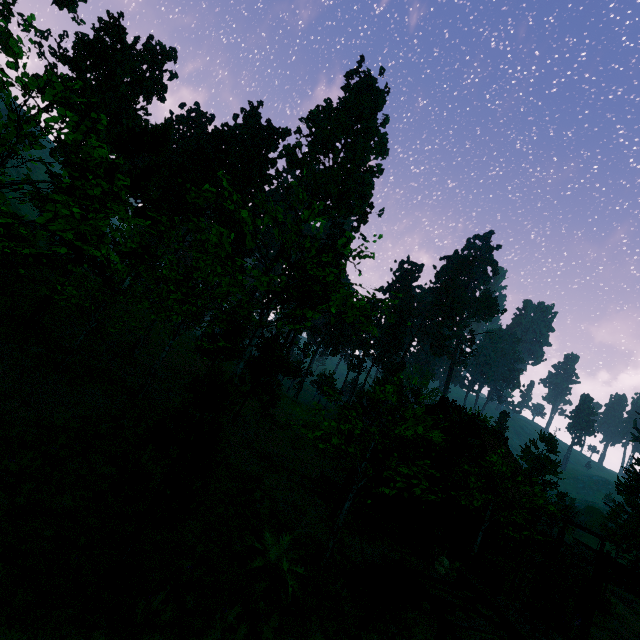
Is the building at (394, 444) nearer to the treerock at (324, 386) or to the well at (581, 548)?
the treerock at (324, 386)

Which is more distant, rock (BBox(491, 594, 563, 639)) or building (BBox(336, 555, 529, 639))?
rock (BBox(491, 594, 563, 639))

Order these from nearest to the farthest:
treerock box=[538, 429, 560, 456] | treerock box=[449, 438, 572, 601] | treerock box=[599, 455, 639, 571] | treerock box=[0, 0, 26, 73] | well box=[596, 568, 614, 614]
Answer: treerock box=[0, 0, 26, 73]
treerock box=[449, 438, 572, 601]
well box=[596, 568, 614, 614]
treerock box=[599, 455, 639, 571]
treerock box=[538, 429, 560, 456]

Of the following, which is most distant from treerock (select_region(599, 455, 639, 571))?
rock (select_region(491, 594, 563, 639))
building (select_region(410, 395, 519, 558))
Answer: rock (select_region(491, 594, 563, 639))

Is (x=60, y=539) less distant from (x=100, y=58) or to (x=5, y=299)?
(x=5, y=299)

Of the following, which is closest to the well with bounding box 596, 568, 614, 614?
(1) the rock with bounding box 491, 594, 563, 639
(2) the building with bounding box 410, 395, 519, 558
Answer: (2) the building with bounding box 410, 395, 519, 558

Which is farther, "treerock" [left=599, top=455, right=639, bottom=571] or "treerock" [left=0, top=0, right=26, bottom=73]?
"treerock" [left=599, top=455, right=639, bottom=571]
